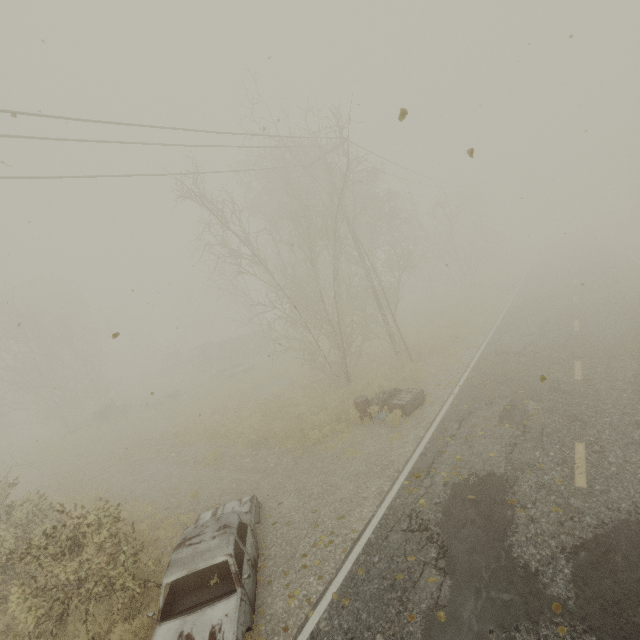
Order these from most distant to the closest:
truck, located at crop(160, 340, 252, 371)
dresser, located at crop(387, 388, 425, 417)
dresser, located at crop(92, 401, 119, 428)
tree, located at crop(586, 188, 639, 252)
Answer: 1. truck, located at crop(160, 340, 252, 371)
2. tree, located at crop(586, 188, 639, 252)
3. dresser, located at crop(92, 401, 119, 428)
4. dresser, located at crop(387, 388, 425, 417)

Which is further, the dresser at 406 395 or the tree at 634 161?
the tree at 634 161

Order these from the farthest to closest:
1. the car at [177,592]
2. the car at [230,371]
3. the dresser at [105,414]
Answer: the car at [230,371], the dresser at [105,414], the car at [177,592]

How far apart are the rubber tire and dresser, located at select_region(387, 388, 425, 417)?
0.2 meters

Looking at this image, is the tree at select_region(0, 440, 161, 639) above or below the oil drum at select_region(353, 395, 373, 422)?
above

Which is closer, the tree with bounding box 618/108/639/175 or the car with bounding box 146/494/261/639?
the car with bounding box 146/494/261/639

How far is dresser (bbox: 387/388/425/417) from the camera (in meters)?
11.45

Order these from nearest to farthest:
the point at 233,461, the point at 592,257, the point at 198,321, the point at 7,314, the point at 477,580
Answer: the point at 477,580 → the point at 233,461 → the point at 7,314 → the point at 592,257 → the point at 198,321
